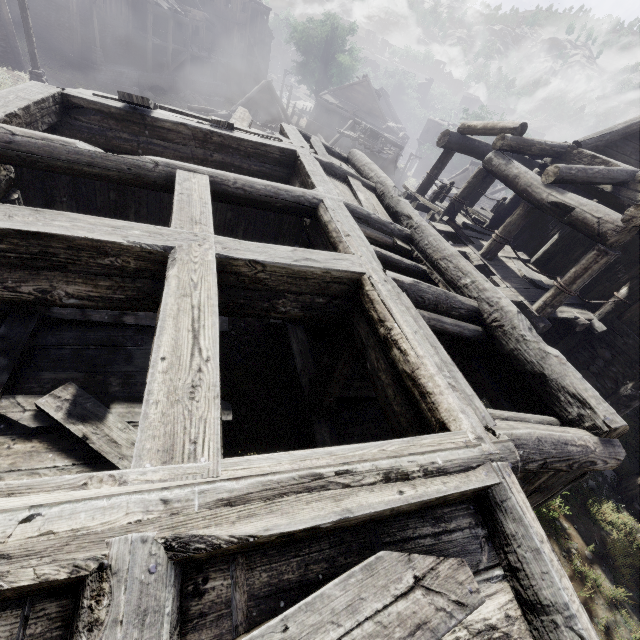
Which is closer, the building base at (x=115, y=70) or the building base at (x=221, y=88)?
the building base at (x=115, y=70)

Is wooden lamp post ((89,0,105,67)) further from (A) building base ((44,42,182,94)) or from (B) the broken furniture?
(B) the broken furniture

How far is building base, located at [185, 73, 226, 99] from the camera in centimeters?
3444cm

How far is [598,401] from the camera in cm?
352

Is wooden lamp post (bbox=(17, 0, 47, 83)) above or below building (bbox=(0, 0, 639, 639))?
below

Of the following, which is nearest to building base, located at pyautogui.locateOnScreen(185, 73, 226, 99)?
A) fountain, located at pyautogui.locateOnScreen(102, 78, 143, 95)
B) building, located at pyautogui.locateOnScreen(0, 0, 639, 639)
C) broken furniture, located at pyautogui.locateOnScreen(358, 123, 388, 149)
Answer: fountain, located at pyautogui.locateOnScreen(102, 78, 143, 95)

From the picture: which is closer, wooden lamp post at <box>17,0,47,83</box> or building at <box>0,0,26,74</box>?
wooden lamp post at <box>17,0,47,83</box>

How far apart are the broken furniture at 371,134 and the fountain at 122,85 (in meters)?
18.81
